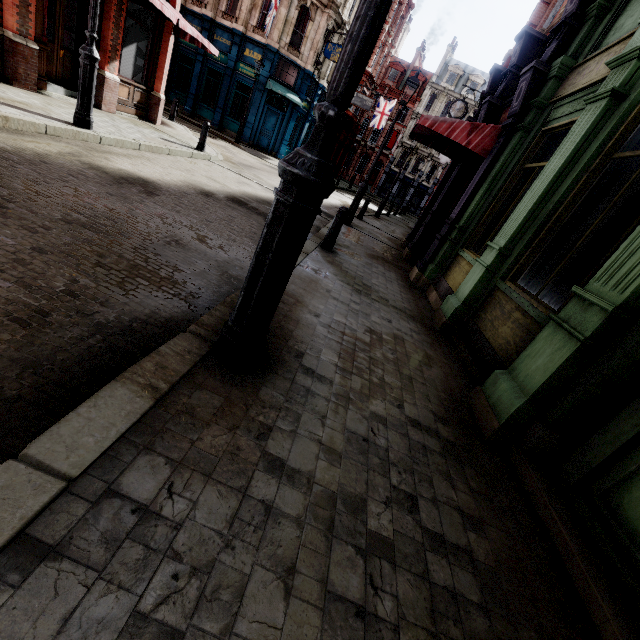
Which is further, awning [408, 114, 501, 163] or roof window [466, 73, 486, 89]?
roof window [466, 73, 486, 89]

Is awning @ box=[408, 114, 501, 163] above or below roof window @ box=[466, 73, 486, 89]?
below

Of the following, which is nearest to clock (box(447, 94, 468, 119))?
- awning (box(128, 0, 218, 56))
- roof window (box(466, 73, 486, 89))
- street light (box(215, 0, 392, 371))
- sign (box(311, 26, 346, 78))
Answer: sign (box(311, 26, 346, 78))

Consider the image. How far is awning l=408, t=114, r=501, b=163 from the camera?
6.9 meters

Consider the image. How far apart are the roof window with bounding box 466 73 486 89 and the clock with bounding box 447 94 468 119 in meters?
36.7

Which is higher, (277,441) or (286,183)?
(286,183)

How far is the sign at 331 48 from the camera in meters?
20.8

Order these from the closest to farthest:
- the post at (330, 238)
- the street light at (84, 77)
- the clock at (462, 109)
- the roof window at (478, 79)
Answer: the street light at (84, 77) < the post at (330, 238) < the clock at (462, 109) < the roof window at (478, 79)
